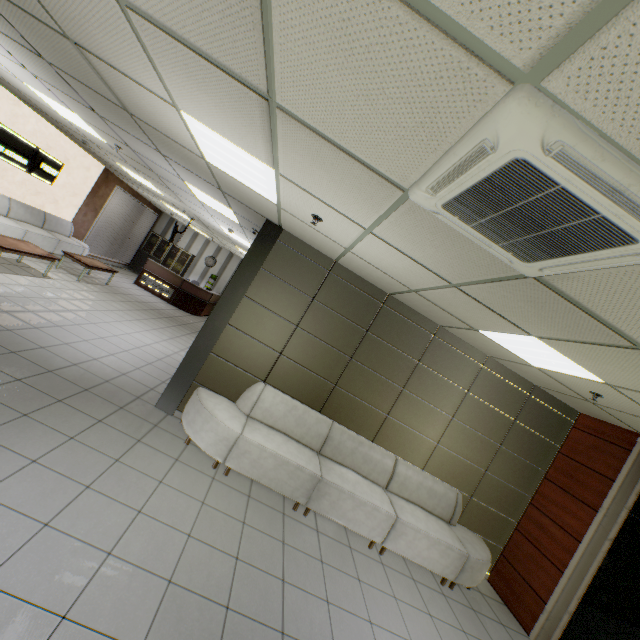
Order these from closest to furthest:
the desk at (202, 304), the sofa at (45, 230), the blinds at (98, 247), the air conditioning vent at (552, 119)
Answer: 1. the air conditioning vent at (552, 119)
2. the sofa at (45, 230)
3. the blinds at (98, 247)
4. the desk at (202, 304)

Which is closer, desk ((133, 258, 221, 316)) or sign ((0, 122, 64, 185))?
sign ((0, 122, 64, 185))

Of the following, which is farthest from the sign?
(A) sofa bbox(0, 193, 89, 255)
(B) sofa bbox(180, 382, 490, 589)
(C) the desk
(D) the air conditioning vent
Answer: (D) the air conditioning vent

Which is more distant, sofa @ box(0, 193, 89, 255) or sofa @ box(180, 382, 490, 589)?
sofa @ box(0, 193, 89, 255)

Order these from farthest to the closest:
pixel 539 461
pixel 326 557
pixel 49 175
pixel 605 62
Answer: pixel 49 175
pixel 539 461
pixel 326 557
pixel 605 62

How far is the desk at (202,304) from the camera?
12.9m

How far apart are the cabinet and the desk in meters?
1.4

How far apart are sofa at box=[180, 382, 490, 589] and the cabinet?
12.4m
